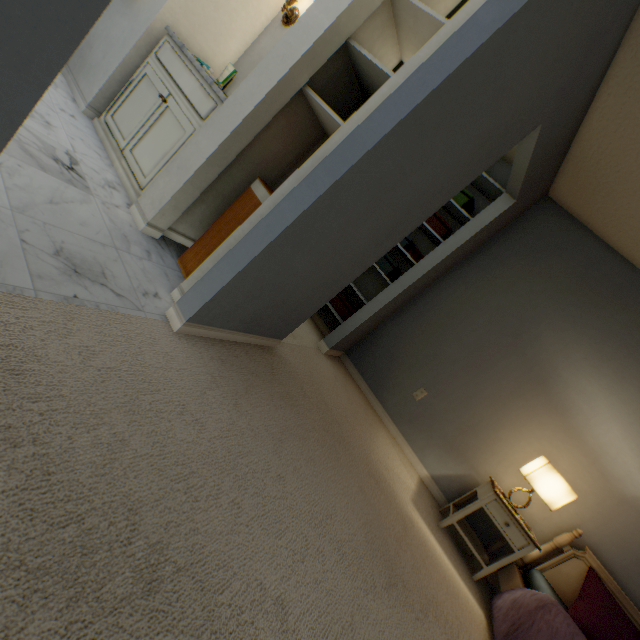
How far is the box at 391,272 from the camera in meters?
3.1 m

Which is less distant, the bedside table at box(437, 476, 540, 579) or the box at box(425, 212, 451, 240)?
the bedside table at box(437, 476, 540, 579)

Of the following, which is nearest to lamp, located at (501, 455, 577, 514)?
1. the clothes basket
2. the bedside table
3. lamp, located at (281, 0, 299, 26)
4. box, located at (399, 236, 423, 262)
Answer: the bedside table

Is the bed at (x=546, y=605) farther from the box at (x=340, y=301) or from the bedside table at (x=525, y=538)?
the box at (x=340, y=301)

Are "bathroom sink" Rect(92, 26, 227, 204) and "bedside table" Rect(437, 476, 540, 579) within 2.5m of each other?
no

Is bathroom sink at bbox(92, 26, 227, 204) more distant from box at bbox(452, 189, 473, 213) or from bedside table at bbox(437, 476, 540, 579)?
bedside table at bbox(437, 476, 540, 579)

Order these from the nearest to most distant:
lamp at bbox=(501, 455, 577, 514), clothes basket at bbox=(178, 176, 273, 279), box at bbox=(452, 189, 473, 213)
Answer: clothes basket at bbox=(178, 176, 273, 279)
lamp at bbox=(501, 455, 577, 514)
box at bbox=(452, 189, 473, 213)

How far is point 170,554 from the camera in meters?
0.8
